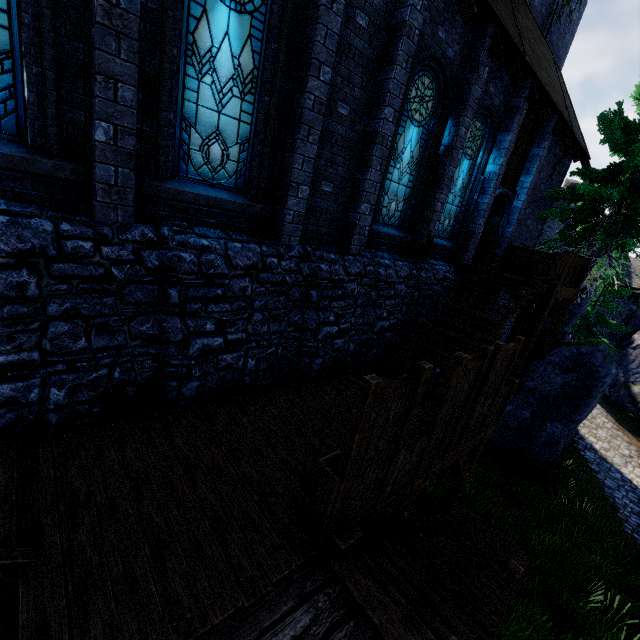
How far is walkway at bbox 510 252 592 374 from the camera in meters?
9.6 m

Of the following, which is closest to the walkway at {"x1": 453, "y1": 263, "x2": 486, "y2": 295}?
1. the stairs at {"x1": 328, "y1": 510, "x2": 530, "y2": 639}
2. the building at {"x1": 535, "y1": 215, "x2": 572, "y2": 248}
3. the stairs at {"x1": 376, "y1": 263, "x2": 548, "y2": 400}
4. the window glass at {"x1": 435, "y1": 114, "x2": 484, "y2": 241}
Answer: the stairs at {"x1": 376, "y1": 263, "x2": 548, "y2": 400}

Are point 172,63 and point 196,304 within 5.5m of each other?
yes

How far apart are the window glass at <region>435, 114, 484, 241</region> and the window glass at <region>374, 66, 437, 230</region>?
1.53m

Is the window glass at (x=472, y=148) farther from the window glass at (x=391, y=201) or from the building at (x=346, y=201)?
the window glass at (x=391, y=201)

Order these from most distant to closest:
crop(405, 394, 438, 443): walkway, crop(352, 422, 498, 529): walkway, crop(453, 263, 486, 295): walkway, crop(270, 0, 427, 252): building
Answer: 1. crop(453, 263, 486, 295): walkway
2. crop(405, 394, 438, 443): walkway
3. crop(270, 0, 427, 252): building
4. crop(352, 422, 498, 529): walkway

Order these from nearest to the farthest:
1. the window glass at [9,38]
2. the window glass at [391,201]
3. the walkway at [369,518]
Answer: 1. the window glass at [9,38]
2. the walkway at [369,518]
3. the window glass at [391,201]

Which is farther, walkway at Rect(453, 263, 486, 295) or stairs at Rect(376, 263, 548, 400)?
walkway at Rect(453, 263, 486, 295)
